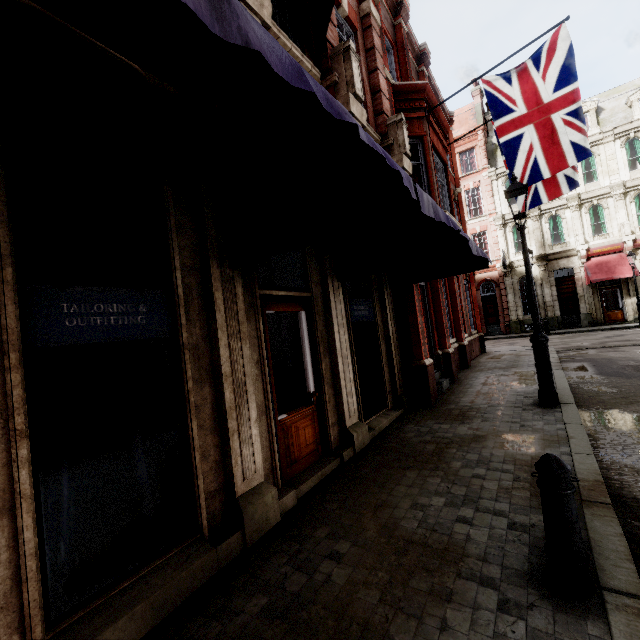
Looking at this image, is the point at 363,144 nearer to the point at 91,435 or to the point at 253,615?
the point at 253,615

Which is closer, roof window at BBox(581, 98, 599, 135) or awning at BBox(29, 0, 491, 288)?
awning at BBox(29, 0, 491, 288)

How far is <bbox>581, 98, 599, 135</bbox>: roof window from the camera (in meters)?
24.40

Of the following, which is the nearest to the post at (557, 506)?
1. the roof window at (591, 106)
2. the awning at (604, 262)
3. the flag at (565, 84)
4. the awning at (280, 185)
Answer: the awning at (280, 185)

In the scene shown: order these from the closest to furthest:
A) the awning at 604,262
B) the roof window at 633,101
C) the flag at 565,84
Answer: the flag at 565,84, the awning at 604,262, the roof window at 633,101

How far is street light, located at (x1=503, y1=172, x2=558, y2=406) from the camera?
6.5 meters

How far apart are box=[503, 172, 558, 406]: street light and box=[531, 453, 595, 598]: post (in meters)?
4.72

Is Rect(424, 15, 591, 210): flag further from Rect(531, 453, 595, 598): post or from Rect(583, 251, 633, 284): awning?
Rect(583, 251, 633, 284): awning
